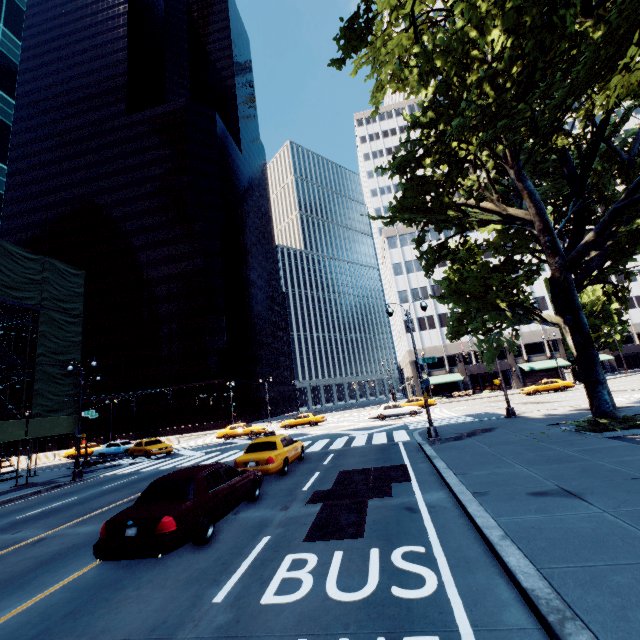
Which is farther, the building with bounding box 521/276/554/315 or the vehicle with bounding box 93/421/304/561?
the building with bounding box 521/276/554/315

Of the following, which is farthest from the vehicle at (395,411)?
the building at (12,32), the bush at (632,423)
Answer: the building at (12,32)

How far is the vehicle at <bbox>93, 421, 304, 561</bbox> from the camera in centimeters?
623cm

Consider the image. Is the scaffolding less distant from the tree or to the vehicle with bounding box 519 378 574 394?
the tree

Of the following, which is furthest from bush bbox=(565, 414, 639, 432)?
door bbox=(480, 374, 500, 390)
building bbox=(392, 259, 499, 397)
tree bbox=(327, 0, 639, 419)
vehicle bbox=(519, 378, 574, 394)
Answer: door bbox=(480, 374, 500, 390)

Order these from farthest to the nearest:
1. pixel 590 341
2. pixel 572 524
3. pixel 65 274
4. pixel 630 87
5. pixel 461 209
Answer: pixel 65 274 → pixel 461 209 → pixel 590 341 → pixel 630 87 → pixel 572 524

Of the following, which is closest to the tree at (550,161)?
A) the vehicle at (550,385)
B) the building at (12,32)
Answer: the vehicle at (550,385)

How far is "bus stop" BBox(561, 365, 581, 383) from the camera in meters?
44.6
